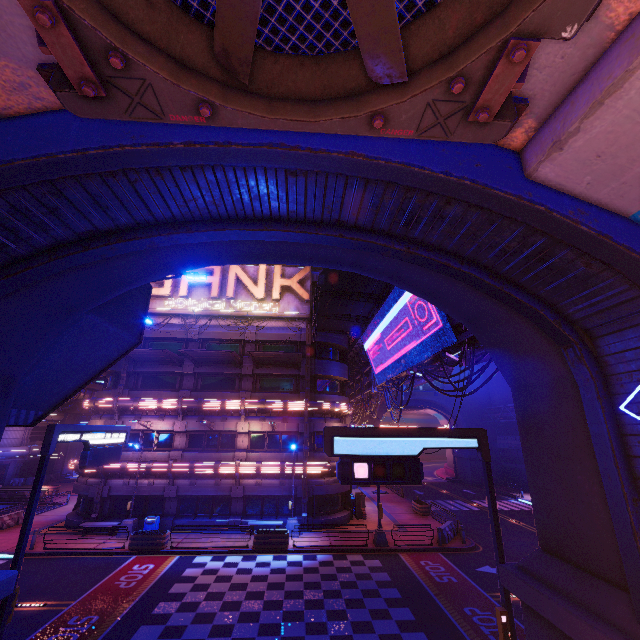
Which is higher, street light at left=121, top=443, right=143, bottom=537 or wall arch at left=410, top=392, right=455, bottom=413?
wall arch at left=410, top=392, right=455, bottom=413

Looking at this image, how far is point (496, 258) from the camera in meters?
6.4

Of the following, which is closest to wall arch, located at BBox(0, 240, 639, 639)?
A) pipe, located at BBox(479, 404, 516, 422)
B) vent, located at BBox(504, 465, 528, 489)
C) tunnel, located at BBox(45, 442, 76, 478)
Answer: pipe, located at BBox(479, 404, 516, 422)

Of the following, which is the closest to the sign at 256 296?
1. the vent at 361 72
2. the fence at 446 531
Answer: the fence at 446 531

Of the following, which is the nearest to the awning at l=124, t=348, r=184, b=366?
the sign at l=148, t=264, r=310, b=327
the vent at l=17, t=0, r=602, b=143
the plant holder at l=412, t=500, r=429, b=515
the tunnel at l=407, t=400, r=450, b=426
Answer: the sign at l=148, t=264, r=310, b=327

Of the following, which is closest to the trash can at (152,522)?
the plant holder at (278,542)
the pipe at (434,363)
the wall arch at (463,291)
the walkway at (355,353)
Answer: the plant holder at (278,542)

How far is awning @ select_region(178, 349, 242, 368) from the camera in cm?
2384

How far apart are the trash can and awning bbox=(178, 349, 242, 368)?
10.94m
